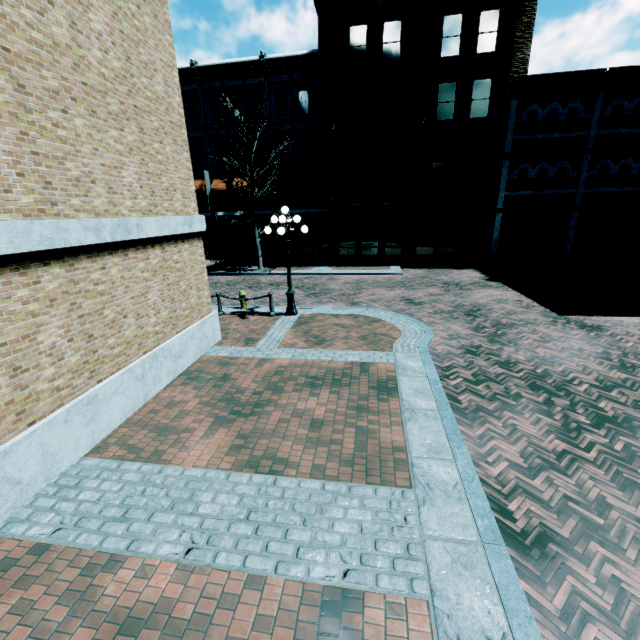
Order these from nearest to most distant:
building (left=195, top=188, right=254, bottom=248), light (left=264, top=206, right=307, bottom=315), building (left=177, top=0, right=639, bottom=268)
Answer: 1. light (left=264, top=206, right=307, bottom=315)
2. building (left=177, top=0, right=639, bottom=268)
3. building (left=195, top=188, right=254, bottom=248)

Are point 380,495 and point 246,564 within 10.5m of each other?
yes

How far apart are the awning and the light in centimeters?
1349cm

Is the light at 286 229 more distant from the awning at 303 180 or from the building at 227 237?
the awning at 303 180

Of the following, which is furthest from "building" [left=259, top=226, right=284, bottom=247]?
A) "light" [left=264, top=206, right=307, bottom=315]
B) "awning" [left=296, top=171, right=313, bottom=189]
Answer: "light" [left=264, top=206, right=307, bottom=315]

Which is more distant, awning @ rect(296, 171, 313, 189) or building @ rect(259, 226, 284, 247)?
building @ rect(259, 226, 284, 247)

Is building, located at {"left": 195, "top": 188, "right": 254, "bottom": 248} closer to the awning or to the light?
the awning
